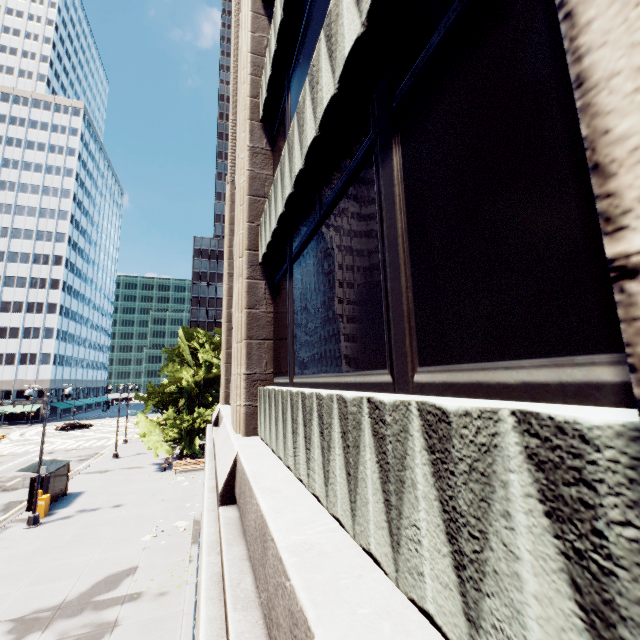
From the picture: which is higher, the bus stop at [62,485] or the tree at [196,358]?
the tree at [196,358]

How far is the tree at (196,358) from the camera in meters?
28.5 m

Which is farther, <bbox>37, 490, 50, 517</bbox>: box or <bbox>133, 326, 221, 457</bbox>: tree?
<bbox>133, 326, 221, 457</bbox>: tree

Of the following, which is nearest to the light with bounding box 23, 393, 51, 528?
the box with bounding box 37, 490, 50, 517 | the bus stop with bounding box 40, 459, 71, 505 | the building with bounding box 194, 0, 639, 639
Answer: the box with bounding box 37, 490, 50, 517

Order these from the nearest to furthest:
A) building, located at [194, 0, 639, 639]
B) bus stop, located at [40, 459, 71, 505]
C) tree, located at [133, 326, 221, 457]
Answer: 1. building, located at [194, 0, 639, 639]
2. bus stop, located at [40, 459, 71, 505]
3. tree, located at [133, 326, 221, 457]

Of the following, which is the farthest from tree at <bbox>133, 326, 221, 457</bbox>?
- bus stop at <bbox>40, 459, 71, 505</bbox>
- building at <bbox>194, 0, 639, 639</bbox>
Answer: building at <bbox>194, 0, 639, 639</bbox>

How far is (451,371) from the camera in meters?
1.9

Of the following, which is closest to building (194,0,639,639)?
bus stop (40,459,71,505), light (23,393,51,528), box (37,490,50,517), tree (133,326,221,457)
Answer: light (23,393,51,528)
